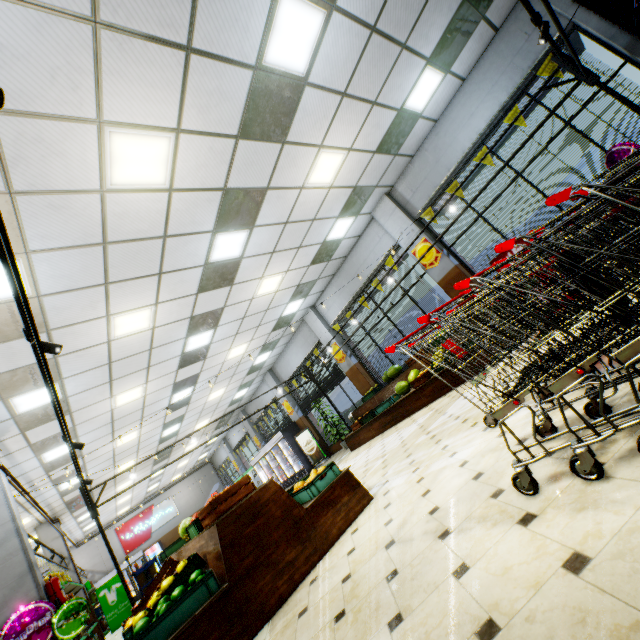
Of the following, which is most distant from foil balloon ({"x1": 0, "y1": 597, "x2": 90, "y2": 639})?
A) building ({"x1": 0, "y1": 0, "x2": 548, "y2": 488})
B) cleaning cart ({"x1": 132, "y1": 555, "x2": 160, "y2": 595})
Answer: cleaning cart ({"x1": 132, "y1": 555, "x2": 160, "y2": 595})

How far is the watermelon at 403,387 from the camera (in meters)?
8.42

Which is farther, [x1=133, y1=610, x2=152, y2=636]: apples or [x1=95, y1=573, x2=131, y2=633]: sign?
[x1=95, y1=573, x2=131, y2=633]: sign

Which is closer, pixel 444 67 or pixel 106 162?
pixel 106 162

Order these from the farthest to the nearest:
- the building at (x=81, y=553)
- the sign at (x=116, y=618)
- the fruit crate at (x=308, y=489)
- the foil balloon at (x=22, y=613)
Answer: the building at (x=81, y=553), the sign at (x=116, y=618), the foil balloon at (x=22, y=613), the fruit crate at (x=308, y=489)

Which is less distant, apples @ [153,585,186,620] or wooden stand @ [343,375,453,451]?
apples @ [153,585,186,620]

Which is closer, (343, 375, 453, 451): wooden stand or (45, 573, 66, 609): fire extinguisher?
(45, 573, 66, 609): fire extinguisher

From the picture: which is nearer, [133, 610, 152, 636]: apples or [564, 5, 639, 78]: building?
[133, 610, 152, 636]: apples
